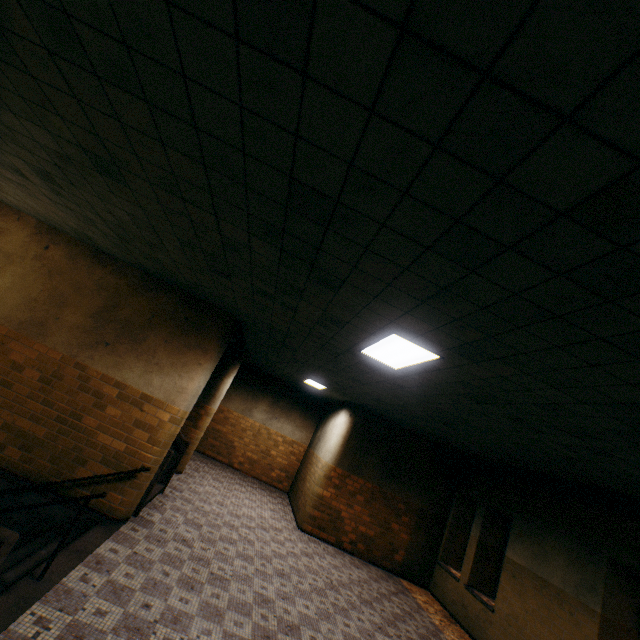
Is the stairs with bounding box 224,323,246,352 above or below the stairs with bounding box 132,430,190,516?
above

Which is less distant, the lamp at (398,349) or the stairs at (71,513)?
the stairs at (71,513)

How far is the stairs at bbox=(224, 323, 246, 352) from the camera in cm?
776

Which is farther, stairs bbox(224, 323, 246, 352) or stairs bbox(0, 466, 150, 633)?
stairs bbox(224, 323, 246, 352)

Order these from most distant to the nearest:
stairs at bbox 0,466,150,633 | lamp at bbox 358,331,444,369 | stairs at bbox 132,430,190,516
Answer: stairs at bbox 132,430,190,516 → lamp at bbox 358,331,444,369 → stairs at bbox 0,466,150,633

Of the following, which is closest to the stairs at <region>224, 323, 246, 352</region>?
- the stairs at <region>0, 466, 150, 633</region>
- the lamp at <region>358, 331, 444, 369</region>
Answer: the stairs at <region>0, 466, 150, 633</region>

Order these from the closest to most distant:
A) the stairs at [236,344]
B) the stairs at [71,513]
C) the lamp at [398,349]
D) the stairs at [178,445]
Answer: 1. the stairs at [71,513]
2. the lamp at [398,349]
3. the stairs at [178,445]
4. the stairs at [236,344]

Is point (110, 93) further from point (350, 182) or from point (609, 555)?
point (609, 555)
